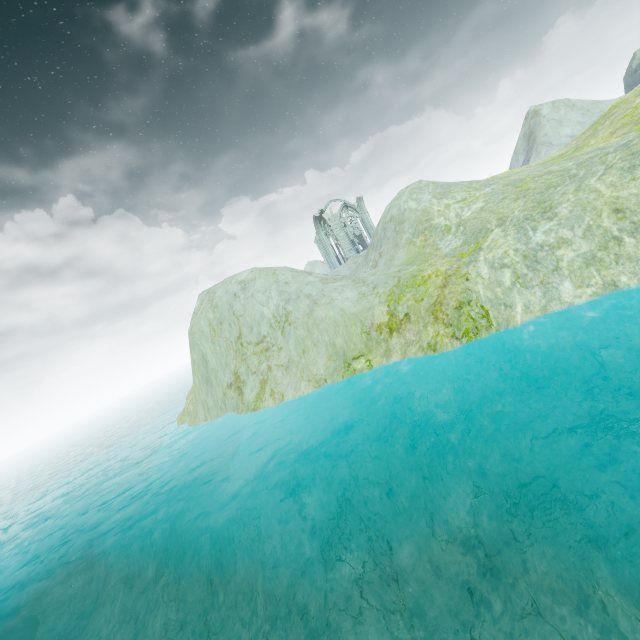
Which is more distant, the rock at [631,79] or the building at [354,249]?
the rock at [631,79]

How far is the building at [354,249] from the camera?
46.22m

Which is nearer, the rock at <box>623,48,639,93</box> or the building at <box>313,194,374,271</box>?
the building at <box>313,194,374,271</box>

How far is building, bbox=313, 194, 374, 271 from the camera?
46.22m

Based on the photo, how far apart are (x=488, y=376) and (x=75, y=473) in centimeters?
5448cm
